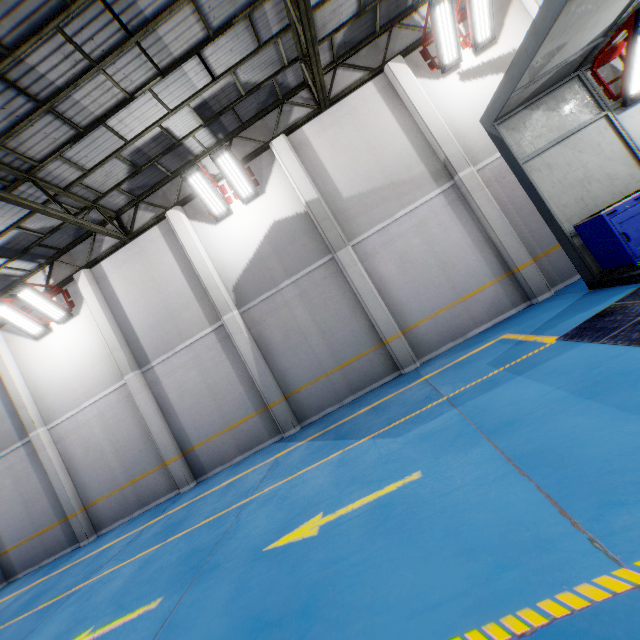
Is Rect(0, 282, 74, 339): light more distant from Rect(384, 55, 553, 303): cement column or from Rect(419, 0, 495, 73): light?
Rect(419, 0, 495, 73): light

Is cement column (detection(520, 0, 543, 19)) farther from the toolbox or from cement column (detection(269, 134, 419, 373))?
cement column (detection(269, 134, 419, 373))

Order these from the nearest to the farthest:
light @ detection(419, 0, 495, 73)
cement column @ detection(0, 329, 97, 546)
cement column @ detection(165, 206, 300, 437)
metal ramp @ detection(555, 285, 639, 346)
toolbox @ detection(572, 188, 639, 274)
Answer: metal ramp @ detection(555, 285, 639, 346) < toolbox @ detection(572, 188, 639, 274) < light @ detection(419, 0, 495, 73) < cement column @ detection(165, 206, 300, 437) < cement column @ detection(0, 329, 97, 546)

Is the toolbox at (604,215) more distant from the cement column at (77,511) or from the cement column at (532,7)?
the cement column at (77,511)

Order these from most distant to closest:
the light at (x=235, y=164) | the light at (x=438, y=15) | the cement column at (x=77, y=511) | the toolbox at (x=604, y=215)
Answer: the cement column at (x=77, y=511), the light at (x=235, y=164), the light at (x=438, y=15), the toolbox at (x=604, y=215)

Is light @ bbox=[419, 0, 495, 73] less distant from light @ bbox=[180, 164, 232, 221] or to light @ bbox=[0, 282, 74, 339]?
light @ bbox=[180, 164, 232, 221]

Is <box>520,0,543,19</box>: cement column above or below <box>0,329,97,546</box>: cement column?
above

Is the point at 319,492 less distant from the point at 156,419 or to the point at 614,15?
the point at 156,419
